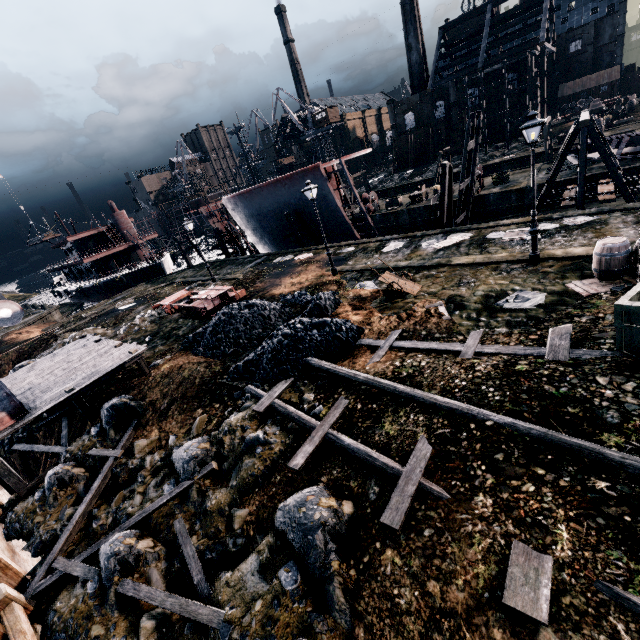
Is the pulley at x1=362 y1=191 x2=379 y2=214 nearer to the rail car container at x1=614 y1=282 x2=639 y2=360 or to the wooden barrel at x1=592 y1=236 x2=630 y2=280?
the wooden barrel at x1=592 y1=236 x2=630 y2=280

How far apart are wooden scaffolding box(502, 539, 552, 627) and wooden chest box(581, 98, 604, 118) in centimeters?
6481cm

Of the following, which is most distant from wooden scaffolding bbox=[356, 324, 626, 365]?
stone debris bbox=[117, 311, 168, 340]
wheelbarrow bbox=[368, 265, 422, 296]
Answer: stone debris bbox=[117, 311, 168, 340]

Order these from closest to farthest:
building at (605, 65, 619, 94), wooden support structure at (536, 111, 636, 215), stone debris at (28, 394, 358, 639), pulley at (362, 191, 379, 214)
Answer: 1. stone debris at (28, 394, 358, 639)
2. wooden support structure at (536, 111, 636, 215)
3. pulley at (362, 191, 379, 214)
4. building at (605, 65, 619, 94)

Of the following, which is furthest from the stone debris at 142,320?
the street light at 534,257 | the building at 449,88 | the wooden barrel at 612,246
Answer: the building at 449,88

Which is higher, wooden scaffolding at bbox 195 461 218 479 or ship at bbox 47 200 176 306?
ship at bbox 47 200 176 306

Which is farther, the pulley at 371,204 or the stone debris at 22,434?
the pulley at 371,204

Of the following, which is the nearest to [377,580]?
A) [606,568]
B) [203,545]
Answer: [606,568]
